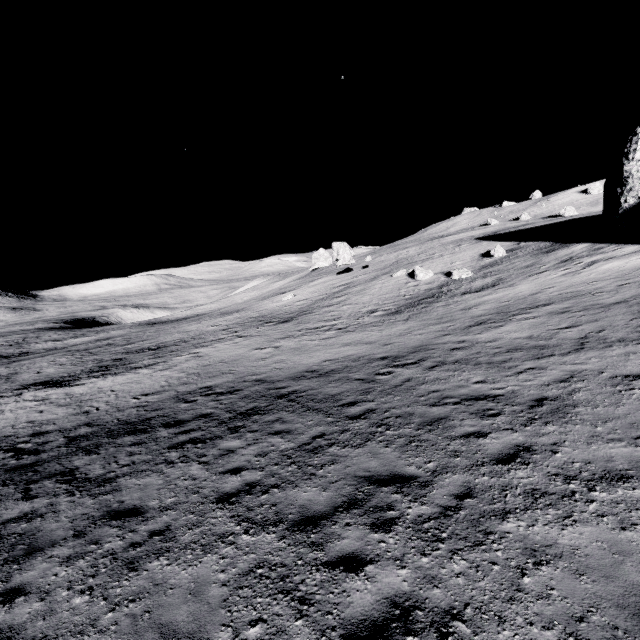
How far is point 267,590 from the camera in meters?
4.6
